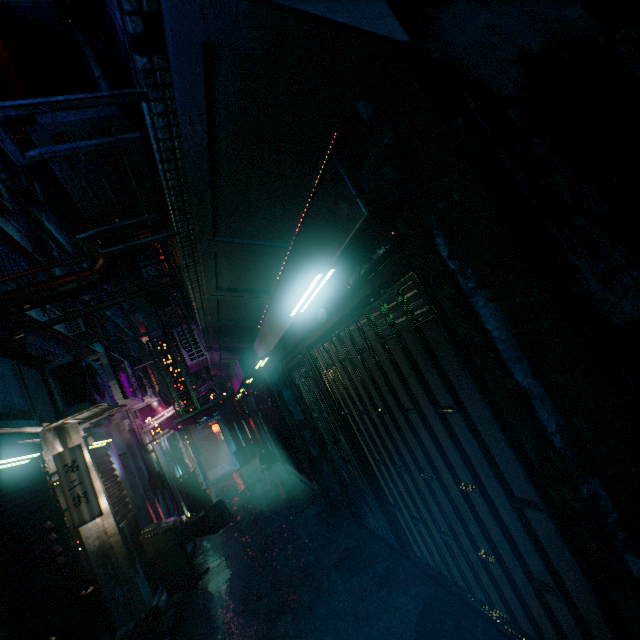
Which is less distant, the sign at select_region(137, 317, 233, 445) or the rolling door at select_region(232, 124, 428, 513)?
the rolling door at select_region(232, 124, 428, 513)

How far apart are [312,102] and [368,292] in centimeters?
98cm

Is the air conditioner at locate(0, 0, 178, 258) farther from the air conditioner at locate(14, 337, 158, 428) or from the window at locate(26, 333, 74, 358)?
the window at locate(26, 333, 74, 358)

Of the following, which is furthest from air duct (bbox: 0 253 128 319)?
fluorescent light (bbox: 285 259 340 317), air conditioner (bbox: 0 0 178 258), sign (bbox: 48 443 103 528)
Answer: fluorescent light (bbox: 285 259 340 317)

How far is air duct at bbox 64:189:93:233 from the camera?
4.62m

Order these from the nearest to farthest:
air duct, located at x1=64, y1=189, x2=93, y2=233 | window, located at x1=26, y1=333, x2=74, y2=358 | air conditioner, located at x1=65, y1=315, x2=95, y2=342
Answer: air duct, located at x1=64, y1=189, x2=93, y2=233, window, located at x1=26, y1=333, x2=74, y2=358, air conditioner, located at x1=65, y1=315, x2=95, y2=342

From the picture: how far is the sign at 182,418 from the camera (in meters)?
5.54

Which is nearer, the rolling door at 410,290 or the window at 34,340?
the rolling door at 410,290
